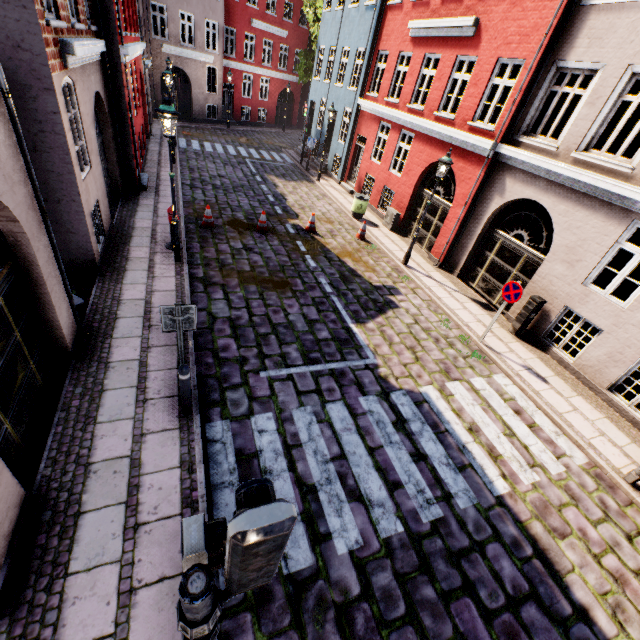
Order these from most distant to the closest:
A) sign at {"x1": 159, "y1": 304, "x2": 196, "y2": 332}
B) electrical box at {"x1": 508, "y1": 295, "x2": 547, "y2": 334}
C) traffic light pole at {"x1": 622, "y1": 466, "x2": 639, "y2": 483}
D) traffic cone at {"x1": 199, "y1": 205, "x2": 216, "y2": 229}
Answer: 1. traffic cone at {"x1": 199, "y1": 205, "x2": 216, "y2": 229}
2. electrical box at {"x1": 508, "y1": 295, "x2": 547, "y2": 334}
3. traffic light pole at {"x1": 622, "y1": 466, "x2": 639, "y2": 483}
4. sign at {"x1": 159, "y1": 304, "x2": 196, "y2": 332}

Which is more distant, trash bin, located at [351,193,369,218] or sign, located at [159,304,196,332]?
trash bin, located at [351,193,369,218]

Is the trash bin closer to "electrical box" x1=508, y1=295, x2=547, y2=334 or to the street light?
the street light

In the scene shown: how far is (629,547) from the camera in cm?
530

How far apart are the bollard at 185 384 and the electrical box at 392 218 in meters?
12.2 m

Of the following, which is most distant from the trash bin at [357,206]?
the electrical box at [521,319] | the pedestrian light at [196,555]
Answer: the pedestrian light at [196,555]

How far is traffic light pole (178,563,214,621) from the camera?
1.4 meters

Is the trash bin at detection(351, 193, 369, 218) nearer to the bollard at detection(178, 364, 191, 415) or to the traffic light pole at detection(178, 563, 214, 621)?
the bollard at detection(178, 364, 191, 415)
